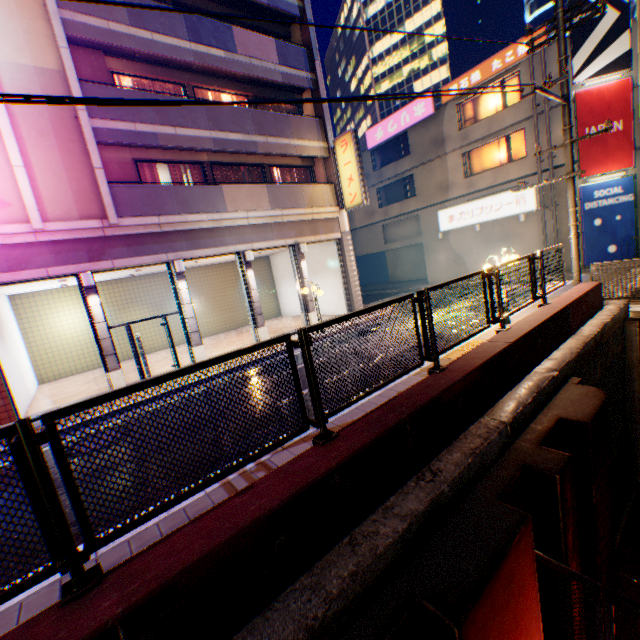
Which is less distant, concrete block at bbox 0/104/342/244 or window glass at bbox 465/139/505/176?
concrete block at bbox 0/104/342/244

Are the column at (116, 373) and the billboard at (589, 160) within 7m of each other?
no

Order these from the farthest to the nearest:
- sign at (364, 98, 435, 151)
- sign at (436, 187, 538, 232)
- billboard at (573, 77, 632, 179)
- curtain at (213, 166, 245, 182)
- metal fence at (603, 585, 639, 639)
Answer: sign at (364, 98, 435, 151) < sign at (436, 187, 538, 232) < billboard at (573, 77, 632, 179) < curtain at (213, 166, 245, 182) < metal fence at (603, 585, 639, 639)

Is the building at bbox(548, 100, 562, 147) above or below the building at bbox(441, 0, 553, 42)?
below

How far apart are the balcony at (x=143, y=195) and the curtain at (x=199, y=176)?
1.6 meters

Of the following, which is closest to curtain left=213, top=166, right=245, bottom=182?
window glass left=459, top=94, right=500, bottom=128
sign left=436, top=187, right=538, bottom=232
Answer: sign left=436, top=187, right=538, bottom=232

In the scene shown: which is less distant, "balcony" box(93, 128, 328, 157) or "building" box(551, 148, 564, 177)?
"balcony" box(93, 128, 328, 157)

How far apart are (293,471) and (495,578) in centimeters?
214cm
